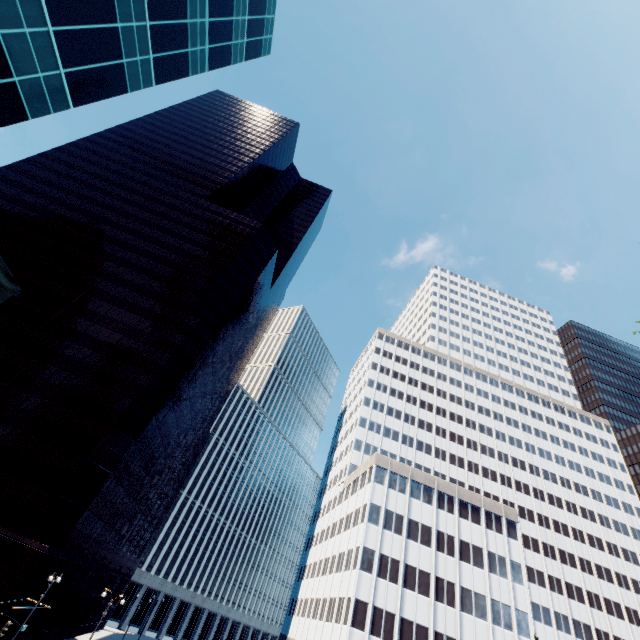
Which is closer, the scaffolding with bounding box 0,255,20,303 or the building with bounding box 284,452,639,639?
the scaffolding with bounding box 0,255,20,303

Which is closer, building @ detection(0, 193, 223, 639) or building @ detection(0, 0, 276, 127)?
building @ detection(0, 0, 276, 127)

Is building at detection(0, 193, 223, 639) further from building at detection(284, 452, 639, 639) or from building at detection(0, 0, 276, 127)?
building at detection(0, 0, 276, 127)

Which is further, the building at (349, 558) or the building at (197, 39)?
the building at (349, 558)

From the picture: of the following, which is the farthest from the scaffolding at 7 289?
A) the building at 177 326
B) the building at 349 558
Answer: the building at 349 558

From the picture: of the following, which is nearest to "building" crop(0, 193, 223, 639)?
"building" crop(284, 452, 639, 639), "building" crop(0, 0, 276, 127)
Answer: "building" crop(284, 452, 639, 639)

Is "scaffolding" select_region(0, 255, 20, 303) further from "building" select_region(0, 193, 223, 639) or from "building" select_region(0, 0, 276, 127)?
"building" select_region(0, 193, 223, 639)

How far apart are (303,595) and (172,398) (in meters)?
45.50
